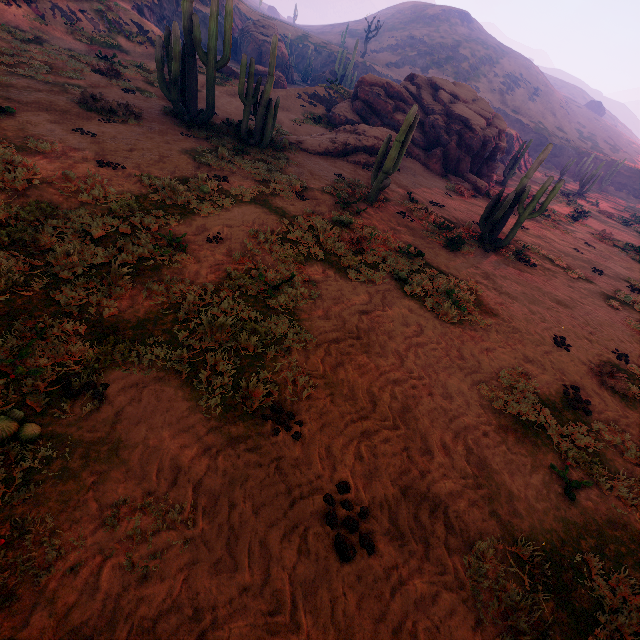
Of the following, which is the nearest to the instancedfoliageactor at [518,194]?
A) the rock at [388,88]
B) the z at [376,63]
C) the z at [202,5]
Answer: the rock at [388,88]

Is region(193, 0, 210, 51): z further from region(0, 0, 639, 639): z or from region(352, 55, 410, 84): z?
region(0, 0, 639, 639): z

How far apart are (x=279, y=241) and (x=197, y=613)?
7.2m

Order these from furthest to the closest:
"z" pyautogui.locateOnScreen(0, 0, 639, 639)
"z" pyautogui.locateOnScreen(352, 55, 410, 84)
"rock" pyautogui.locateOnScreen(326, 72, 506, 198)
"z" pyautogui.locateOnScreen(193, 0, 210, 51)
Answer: "z" pyautogui.locateOnScreen(352, 55, 410, 84) < "z" pyautogui.locateOnScreen(193, 0, 210, 51) < "rock" pyautogui.locateOnScreen(326, 72, 506, 198) < "z" pyautogui.locateOnScreen(0, 0, 639, 639)

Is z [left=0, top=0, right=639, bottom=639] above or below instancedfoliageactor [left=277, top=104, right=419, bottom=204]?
below

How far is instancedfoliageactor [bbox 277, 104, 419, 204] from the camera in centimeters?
1166cm

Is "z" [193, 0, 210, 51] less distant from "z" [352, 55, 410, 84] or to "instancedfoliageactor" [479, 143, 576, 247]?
"z" [352, 55, 410, 84]

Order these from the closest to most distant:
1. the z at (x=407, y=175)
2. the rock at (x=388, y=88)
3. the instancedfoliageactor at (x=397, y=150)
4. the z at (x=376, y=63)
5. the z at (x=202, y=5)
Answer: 1. the z at (x=407, y=175)
2. the instancedfoliageactor at (x=397, y=150)
3. the rock at (x=388, y=88)
4. the z at (x=202, y=5)
5. the z at (x=376, y=63)
